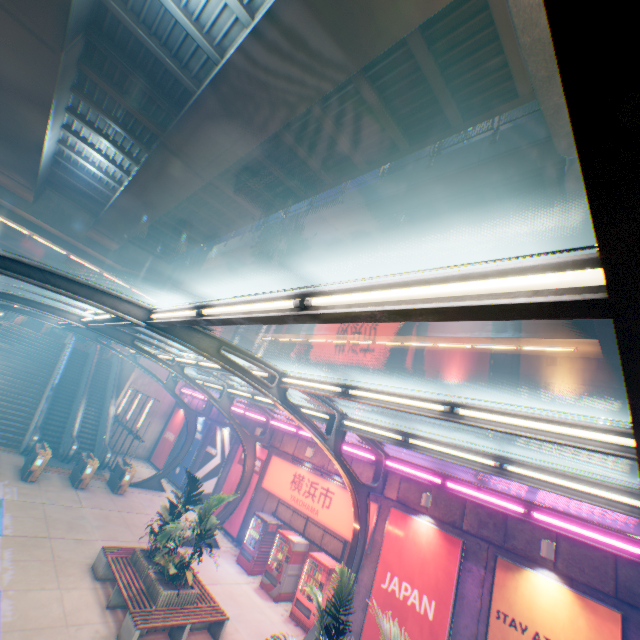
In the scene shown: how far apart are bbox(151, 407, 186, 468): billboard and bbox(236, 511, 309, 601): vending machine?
14.2 meters

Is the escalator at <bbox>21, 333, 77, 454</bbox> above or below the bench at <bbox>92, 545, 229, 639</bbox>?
above

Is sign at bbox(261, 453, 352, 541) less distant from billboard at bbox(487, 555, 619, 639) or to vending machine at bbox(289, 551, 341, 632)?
vending machine at bbox(289, 551, 341, 632)

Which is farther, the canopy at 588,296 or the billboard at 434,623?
the billboard at 434,623

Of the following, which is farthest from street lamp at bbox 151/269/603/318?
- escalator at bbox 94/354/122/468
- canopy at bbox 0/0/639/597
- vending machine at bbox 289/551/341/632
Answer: escalator at bbox 94/354/122/468

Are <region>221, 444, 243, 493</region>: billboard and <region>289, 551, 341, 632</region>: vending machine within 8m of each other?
yes

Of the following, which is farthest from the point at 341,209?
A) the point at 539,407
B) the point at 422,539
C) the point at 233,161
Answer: the point at 539,407

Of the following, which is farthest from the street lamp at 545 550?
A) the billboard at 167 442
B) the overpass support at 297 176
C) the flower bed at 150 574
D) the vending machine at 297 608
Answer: the billboard at 167 442
